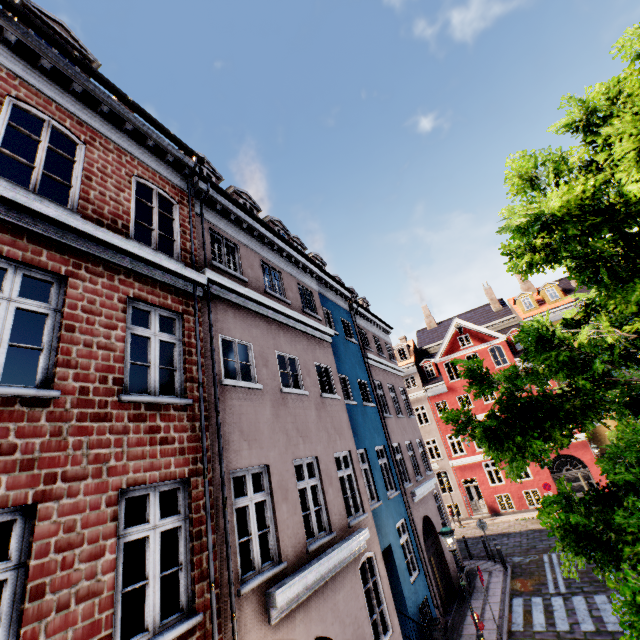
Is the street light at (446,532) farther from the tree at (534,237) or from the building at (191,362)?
the building at (191,362)

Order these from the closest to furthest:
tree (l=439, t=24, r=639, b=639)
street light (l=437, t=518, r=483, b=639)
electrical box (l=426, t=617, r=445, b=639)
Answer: tree (l=439, t=24, r=639, b=639) → street light (l=437, t=518, r=483, b=639) → electrical box (l=426, t=617, r=445, b=639)

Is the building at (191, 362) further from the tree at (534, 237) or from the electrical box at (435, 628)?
the tree at (534, 237)

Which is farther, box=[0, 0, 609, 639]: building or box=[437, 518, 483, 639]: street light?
box=[437, 518, 483, 639]: street light

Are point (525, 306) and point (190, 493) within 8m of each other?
no

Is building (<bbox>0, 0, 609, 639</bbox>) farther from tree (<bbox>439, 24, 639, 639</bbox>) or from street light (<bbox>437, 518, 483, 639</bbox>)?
tree (<bbox>439, 24, 639, 639</bbox>)

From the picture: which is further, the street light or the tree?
the street light

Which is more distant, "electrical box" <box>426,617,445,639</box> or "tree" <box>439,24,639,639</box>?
"electrical box" <box>426,617,445,639</box>
